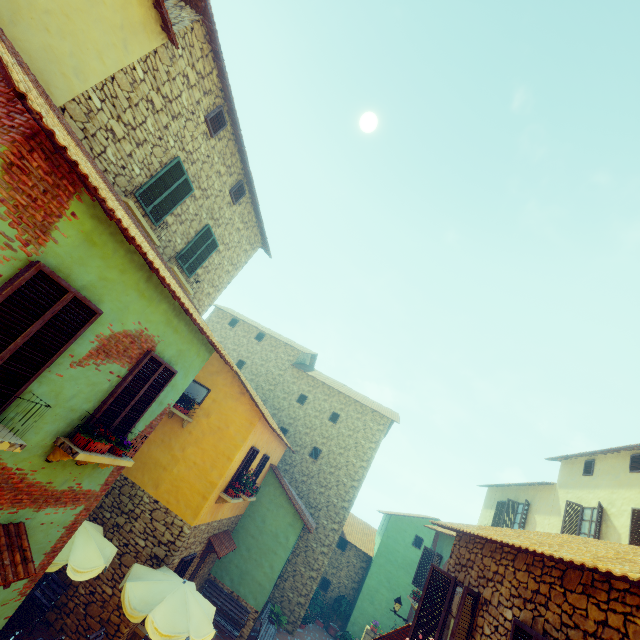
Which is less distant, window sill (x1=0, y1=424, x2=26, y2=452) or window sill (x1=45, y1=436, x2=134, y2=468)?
window sill (x1=0, y1=424, x2=26, y2=452)

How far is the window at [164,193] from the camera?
8.3 meters

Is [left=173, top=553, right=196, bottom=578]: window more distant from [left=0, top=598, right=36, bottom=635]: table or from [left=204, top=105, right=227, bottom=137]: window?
[left=204, top=105, right=227, bottom=137]: window

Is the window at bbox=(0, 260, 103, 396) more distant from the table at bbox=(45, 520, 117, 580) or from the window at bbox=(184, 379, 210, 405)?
the table at bbox=(45, 520, 117, 580)

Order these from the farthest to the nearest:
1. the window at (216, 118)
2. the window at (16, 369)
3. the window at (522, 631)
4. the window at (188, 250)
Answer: the window at (188, 250) < the window at (216, 118) < the window at (522, 631) < the window at (16, 369)

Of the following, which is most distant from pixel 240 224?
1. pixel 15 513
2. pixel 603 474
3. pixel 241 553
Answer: pixel 603 474

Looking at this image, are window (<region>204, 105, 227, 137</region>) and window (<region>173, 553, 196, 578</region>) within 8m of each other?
no

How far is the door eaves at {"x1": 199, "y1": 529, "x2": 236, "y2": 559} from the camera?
11.5m
